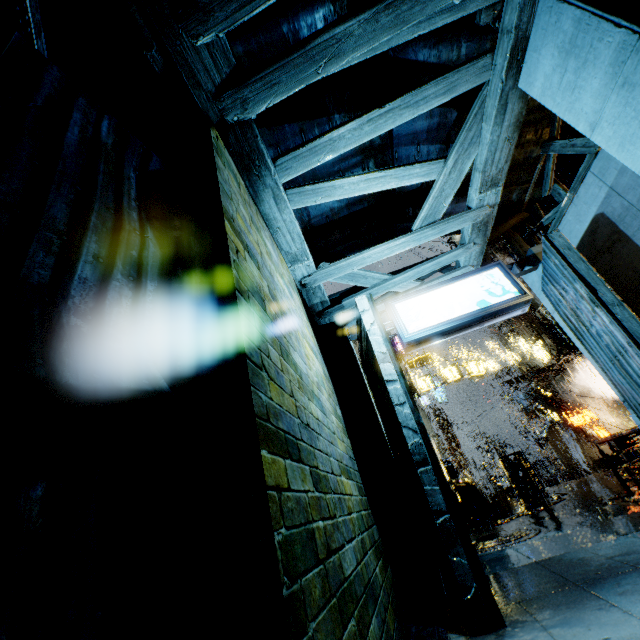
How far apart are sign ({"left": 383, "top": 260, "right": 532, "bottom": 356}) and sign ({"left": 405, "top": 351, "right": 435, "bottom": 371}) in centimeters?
1953cm

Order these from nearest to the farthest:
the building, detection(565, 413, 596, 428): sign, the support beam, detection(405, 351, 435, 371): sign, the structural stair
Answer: the building
the structural stair
the support beam
detection(565, 413, 596, 428): sign
detection(405, 351, 435, 371): sign

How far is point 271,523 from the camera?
1.7m

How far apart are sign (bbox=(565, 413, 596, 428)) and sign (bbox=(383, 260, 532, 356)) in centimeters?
2338cm

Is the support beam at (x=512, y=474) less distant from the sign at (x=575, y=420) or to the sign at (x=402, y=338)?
the sign at (x=575, y=420)

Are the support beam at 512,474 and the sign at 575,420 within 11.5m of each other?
yes

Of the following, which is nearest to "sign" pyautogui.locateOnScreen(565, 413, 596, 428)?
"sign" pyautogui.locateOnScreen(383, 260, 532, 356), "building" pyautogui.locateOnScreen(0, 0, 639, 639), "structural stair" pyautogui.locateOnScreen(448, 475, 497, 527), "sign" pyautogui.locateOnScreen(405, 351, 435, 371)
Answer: "building" pyautogui.locateOnScreen(0, 0, 639, 639)

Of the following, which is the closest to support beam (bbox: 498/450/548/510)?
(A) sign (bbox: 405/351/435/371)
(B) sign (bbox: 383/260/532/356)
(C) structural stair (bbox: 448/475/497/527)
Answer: (C) structural stair (bbox: 448/475/497/527)
